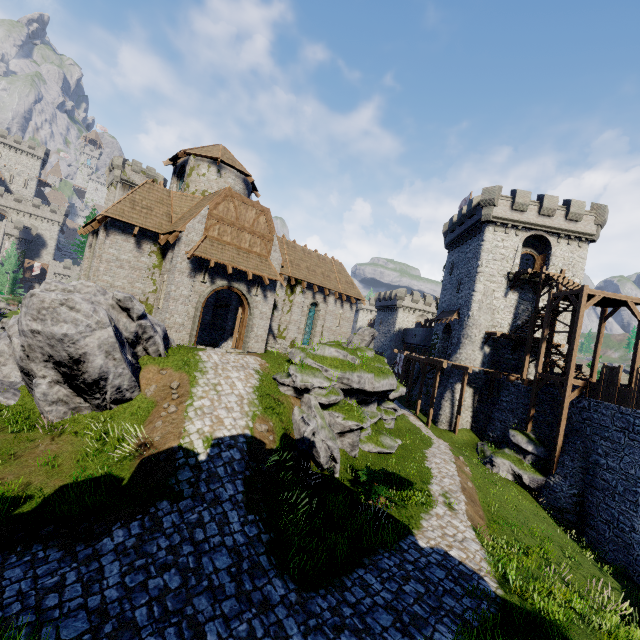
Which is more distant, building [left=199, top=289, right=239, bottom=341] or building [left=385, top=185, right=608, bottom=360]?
building [left=385, top=185, right=608, bottom=360]

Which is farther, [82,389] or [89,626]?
[82,389]

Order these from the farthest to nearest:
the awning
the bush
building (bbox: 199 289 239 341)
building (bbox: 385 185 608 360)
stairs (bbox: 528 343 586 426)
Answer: building (bbox: 385 185 608 360), building (bbox: 199 289 239 341), stairs (bbox: 528 343 586 426), the awning, the bush

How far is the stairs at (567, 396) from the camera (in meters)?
20.02

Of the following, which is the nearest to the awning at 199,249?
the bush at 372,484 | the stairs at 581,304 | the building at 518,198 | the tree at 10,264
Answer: the bush at 372,484

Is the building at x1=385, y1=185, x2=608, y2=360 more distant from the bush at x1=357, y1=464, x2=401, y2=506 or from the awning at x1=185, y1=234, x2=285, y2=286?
the bush at x1=357, y1=464, x2=401, y2=506

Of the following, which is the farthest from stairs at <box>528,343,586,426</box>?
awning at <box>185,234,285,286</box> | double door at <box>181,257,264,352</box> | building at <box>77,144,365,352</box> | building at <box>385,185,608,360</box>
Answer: double door at <box>181,257,264,352</box>

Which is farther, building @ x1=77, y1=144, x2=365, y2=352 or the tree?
the tree
